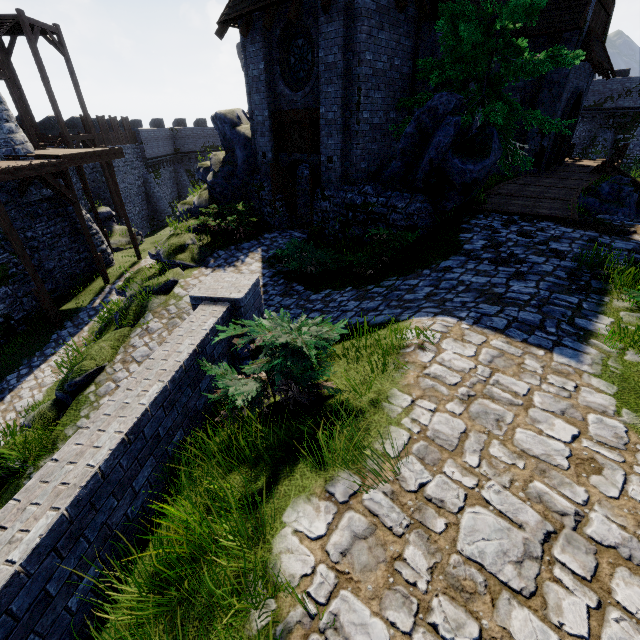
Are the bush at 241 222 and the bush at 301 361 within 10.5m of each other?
yes

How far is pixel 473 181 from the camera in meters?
9.1

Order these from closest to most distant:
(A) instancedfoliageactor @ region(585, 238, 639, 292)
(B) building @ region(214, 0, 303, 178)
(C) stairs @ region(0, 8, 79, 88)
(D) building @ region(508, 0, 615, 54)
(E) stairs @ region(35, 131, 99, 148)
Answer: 1. (A) instancedfoliageactor @ region(585, 238, 639, 292)
2. (B) building @ region(214, 0, 303, 178)
3. (D) building @ region(508, 0, 615, 54)
4. (C) stairs @ region(0, 8, 79, 88)
5. (E) stairs @ region(35, 131, 99, 148)

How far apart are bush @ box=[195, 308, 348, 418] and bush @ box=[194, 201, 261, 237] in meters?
8.9

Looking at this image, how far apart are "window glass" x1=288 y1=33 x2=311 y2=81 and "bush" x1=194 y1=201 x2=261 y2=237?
4.85m

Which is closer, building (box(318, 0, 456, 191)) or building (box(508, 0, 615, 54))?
building (box(318, 0, 456, 191))

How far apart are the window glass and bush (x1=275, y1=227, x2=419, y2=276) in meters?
6.7 m

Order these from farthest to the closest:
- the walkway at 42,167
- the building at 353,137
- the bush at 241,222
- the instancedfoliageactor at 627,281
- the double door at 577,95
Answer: the double door at 577,95 → the bush at 241,222 → the walkway at 42,167 → the building at 353,137 → the instancedfoliageactor at 627,281
